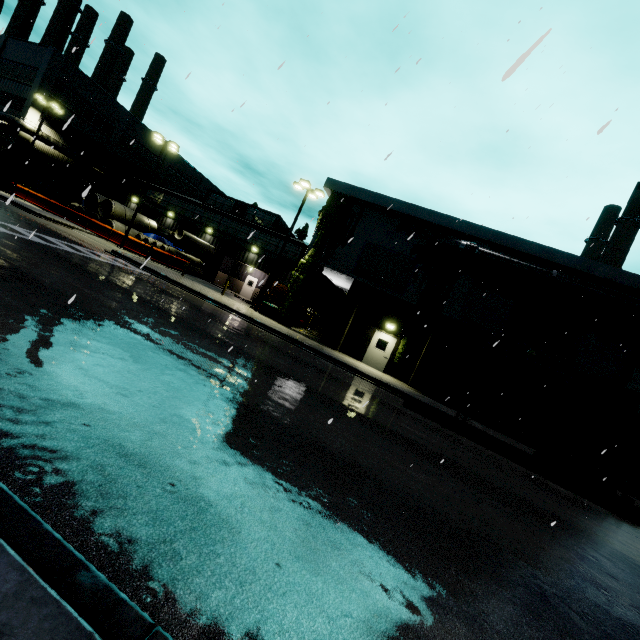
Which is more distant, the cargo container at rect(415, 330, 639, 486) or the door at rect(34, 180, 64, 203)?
the door at rect(34, 180, 64, 203)

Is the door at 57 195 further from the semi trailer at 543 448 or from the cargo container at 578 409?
the semi trailer at 543 448

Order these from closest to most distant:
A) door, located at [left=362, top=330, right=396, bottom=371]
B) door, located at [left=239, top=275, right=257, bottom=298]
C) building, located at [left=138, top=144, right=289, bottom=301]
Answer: door, located at [left=362, top=330, right=396, bottom=371]
building, located at [left=138, top=144, right=289, bottom=301]
door, located at [left=239, top=275, right=257, bottom=298]

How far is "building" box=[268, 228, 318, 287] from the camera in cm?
2272

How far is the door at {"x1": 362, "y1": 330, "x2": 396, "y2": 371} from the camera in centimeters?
2108cm

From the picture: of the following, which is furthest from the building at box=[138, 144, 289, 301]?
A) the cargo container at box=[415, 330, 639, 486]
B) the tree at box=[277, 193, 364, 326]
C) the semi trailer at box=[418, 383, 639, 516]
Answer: the semi trailer at box=[418, 383, 639, 516]

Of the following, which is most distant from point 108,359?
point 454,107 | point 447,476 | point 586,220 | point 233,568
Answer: point 454,107

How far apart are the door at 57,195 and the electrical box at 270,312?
19.50m
